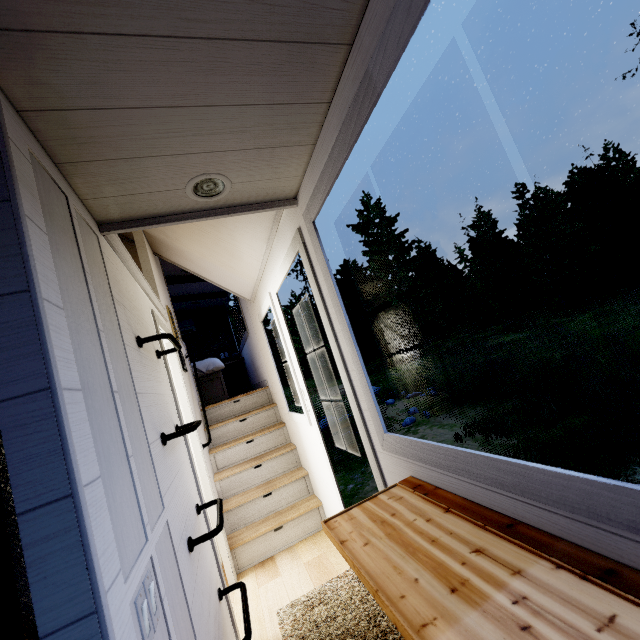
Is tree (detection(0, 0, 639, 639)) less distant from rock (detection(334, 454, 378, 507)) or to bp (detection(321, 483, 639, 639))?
bp (detection(321, 483, 639, 639))

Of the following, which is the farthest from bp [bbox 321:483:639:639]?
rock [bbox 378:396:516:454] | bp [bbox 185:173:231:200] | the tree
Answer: rock [bbox 378:396:516:454]

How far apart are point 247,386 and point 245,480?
4.36m

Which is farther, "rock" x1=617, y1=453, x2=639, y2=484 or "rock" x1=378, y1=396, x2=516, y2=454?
"rock" x1=378, y1=396, x2=516, y2=454

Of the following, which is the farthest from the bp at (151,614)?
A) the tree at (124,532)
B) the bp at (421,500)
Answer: the bp at (421,500)

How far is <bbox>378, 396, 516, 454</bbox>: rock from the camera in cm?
713

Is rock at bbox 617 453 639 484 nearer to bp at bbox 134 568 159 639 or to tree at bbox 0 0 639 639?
tree at bbox 0 0 639 639

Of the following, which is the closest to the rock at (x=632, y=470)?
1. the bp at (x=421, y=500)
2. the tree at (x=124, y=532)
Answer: the tree at (x=124, y=532)
